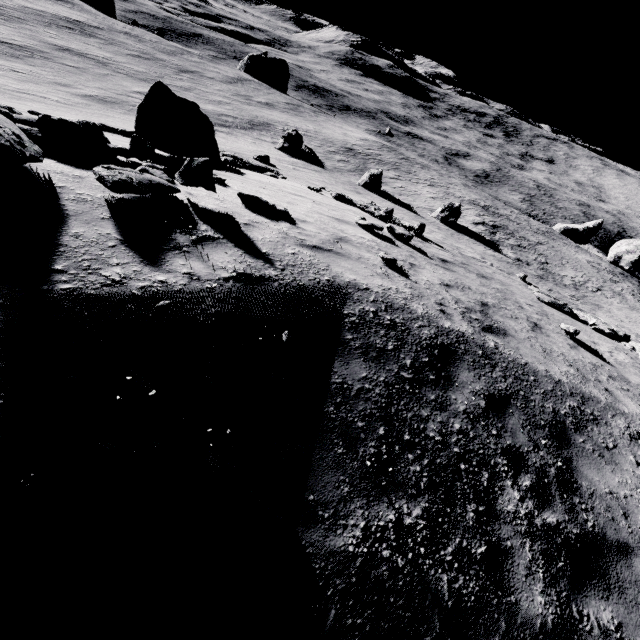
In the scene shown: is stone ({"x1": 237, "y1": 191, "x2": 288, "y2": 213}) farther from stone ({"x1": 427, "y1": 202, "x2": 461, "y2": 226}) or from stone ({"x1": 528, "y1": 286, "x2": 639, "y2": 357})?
stone ({"x1": 427, "y1": 202, "x2": 461, "y2": 226})

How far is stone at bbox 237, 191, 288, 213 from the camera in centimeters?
703cm

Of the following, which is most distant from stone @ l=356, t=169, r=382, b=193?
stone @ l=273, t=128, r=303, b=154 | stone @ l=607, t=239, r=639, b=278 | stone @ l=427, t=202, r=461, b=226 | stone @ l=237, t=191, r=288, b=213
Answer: stone @ l=607, t=239, r=639, b=278

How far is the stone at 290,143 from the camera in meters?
37.0 m

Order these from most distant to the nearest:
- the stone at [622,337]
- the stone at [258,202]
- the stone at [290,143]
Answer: the stone at [290,143], the stone at [622,337], the stone at [258,202]

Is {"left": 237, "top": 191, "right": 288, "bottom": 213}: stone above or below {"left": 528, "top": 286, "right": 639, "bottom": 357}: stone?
above

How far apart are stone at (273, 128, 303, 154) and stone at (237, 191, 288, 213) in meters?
33.7

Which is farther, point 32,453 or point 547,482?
point 547,482
